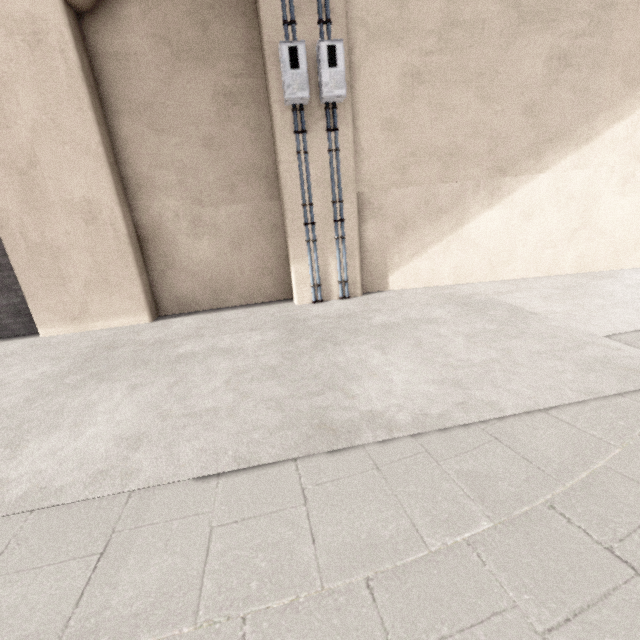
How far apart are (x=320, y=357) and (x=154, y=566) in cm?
260
